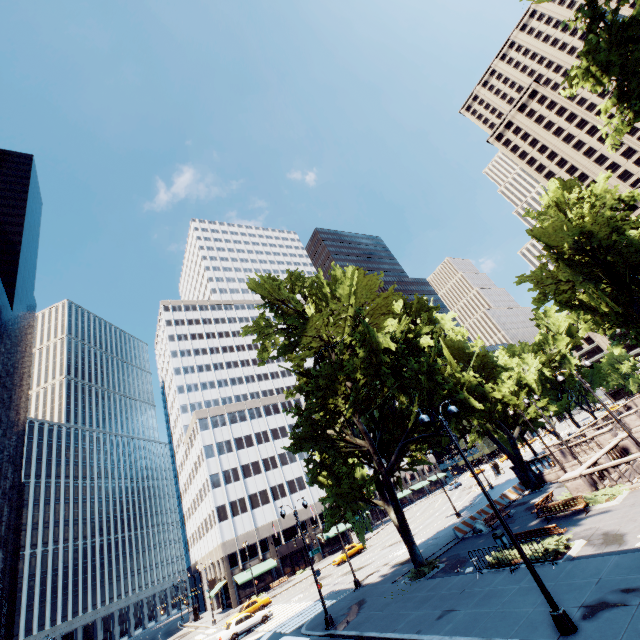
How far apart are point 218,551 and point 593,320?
62.7m

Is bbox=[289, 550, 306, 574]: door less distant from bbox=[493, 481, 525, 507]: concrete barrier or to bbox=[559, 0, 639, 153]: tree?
bbox=[559, 0, 639, 153]: tree

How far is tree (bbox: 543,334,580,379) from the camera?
57.72m

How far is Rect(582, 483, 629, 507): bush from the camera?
19.0m

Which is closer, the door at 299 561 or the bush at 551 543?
the bush at 551 543

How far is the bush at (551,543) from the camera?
15.1 meters

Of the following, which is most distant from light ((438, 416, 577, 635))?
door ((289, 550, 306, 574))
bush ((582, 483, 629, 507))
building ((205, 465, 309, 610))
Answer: door ((289, 550, 306, 574))

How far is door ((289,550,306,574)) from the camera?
56.34m
